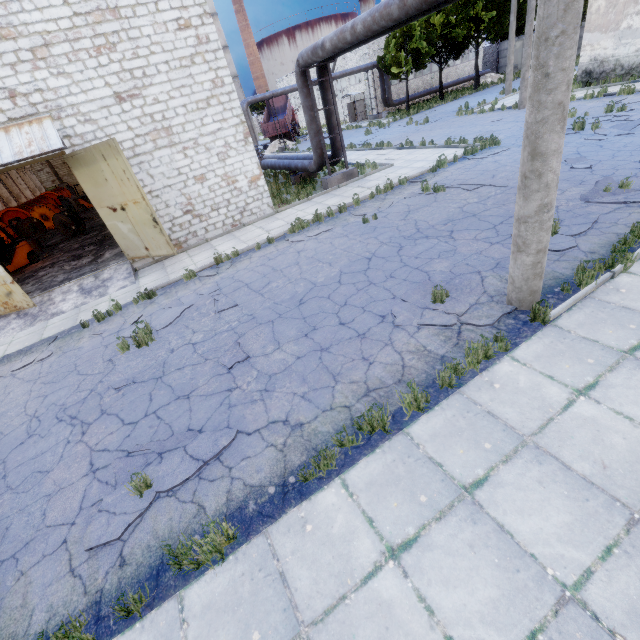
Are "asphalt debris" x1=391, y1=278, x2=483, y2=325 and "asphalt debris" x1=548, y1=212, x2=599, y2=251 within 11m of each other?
yes

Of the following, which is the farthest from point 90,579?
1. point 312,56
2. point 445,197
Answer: point 312,56

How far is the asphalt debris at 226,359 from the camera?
6.19m

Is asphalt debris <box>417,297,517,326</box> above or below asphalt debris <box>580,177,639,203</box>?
below

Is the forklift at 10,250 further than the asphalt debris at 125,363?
Yes

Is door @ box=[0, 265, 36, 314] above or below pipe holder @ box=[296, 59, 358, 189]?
above

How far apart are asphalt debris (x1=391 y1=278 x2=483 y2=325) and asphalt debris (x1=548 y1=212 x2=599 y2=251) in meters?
1.7

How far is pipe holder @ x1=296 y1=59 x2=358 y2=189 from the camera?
13.3 meters
